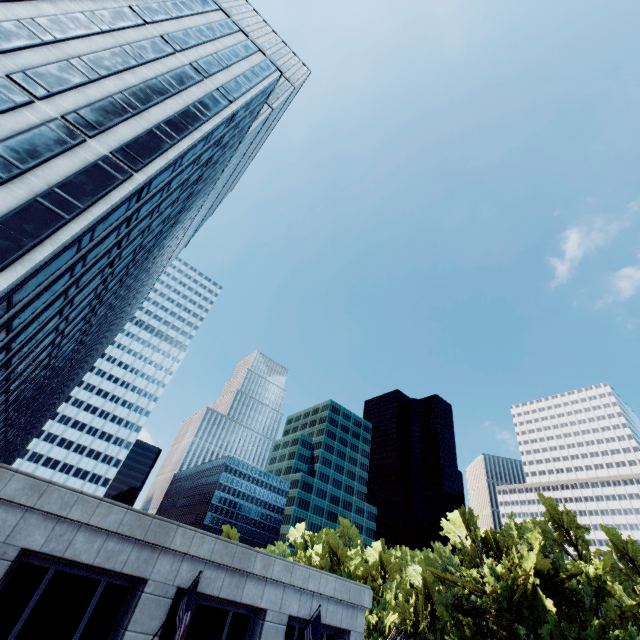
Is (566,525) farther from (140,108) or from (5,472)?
(140,108)

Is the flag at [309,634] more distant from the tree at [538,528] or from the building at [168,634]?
the tree at [538,528]

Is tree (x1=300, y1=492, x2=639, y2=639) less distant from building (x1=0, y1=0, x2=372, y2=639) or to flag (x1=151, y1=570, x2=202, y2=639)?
building (x1=0, y1=0, x2=372, y2=639)

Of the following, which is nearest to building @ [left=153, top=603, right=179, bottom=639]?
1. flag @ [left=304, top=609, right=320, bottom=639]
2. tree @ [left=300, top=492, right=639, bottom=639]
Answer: flag @ [left=304, top=609, right=320, bottom=639]

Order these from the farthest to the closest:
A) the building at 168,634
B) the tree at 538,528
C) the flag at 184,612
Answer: the tree at 538,528, the building at 168,634, the flag at 184,612

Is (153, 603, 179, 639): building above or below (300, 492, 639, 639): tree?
below

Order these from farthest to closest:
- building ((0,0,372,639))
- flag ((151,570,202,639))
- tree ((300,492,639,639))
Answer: tree ((300,492,639,639)) < building ((0,0,372,639)) < flag ((151,570,202,639))
